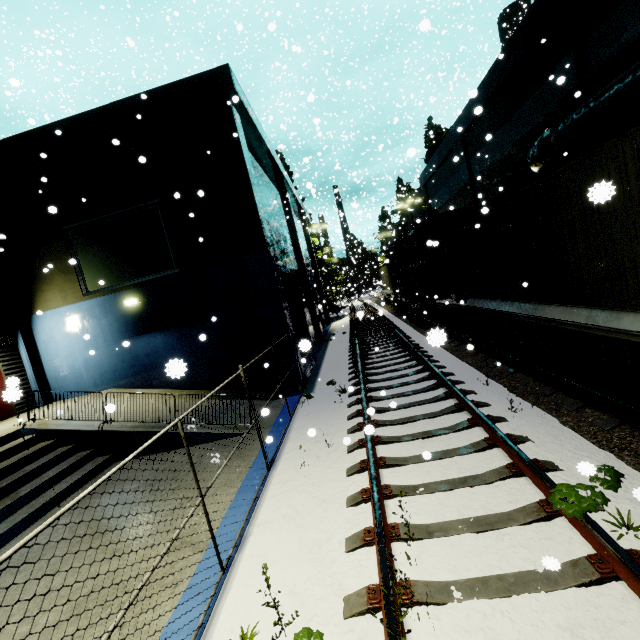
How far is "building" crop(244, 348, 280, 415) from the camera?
10.9m

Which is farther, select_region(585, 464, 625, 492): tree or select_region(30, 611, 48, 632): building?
select_region(30, 611, 48, 632): building

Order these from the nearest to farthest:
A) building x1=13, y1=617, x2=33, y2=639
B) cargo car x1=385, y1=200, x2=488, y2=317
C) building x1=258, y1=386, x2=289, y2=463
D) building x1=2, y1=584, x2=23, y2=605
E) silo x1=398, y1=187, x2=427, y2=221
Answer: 1. building x1=13, y1=617, x2=33, y2=639
2. building x1=2, y1=584, x2=23, y2=605
3. building x1=258, y1=386, x2=289, y2=463
4. cargo car x1=385, y1=200, x2=488, y2=317
5. silo x1=398, y1=187, x2=427, y2=221

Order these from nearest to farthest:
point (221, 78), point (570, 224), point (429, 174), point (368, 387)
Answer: point (570, 224)
point (368, 387)
point (221, 78)
point (429, 174)

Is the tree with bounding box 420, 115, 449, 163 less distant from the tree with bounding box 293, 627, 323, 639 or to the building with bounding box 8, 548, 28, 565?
the building with bounding box 8, 548, 28, 565

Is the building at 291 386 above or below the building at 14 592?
above

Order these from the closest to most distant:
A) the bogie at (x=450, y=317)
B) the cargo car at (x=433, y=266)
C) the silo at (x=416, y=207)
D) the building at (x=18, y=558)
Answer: the building at (x=18, y=558), the bogie at (x=450, y=317), the cargo car at (x=433, y=266), the silo at (x=416, y=207)
